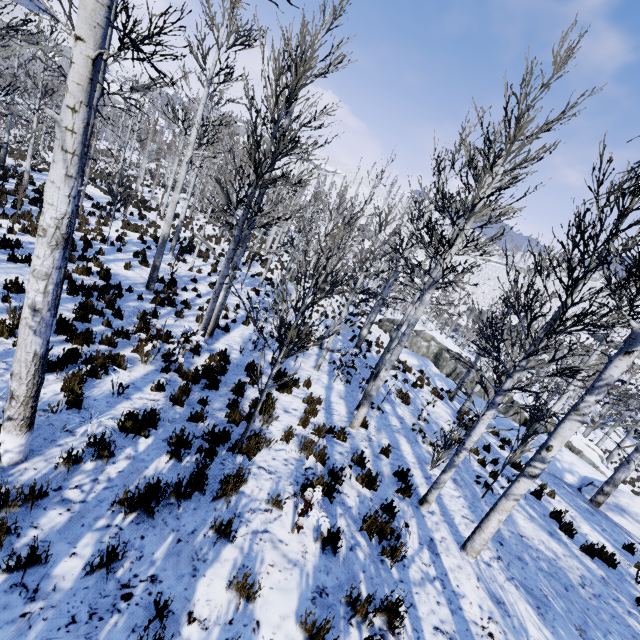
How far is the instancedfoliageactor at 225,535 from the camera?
3.6 meters

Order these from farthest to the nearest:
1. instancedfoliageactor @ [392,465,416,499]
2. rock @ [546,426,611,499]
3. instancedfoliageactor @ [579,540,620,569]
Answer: rock @ [546,426,611,499], instancedfoliageactor @ [579,540,620,569], instancedfoliageactor @ [392,465,416,499]

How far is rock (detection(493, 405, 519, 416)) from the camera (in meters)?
18.85

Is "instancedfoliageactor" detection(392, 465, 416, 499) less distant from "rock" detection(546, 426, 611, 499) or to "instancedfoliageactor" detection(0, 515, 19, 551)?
"instancedfoliageactor" detection(0, 515, 19, 551)

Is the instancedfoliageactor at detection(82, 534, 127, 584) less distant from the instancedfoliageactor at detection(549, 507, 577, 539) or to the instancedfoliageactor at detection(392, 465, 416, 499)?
the instancedfoliageactor at detection(549, 507, 577, 539)

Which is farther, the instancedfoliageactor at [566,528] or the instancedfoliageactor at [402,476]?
the instancedfoliageactor at [566,528]

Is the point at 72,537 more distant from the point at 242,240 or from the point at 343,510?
the point at 242,240
